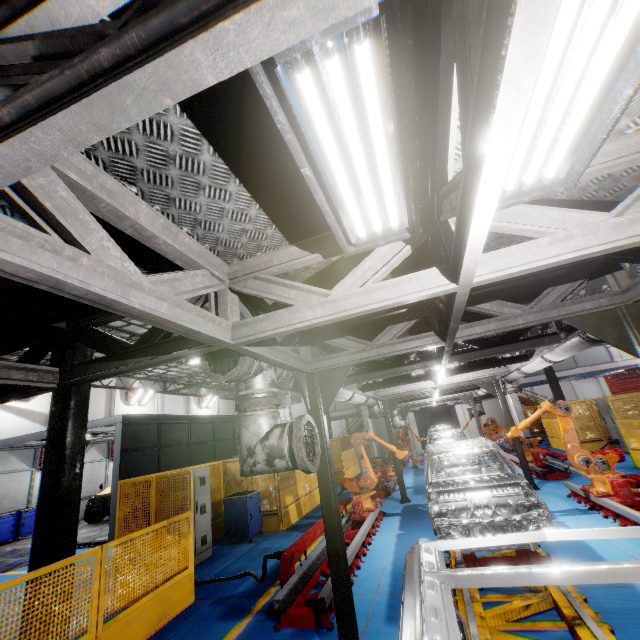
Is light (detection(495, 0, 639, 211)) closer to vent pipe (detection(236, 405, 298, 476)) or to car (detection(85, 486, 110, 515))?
vent pipe (detection(236, 405, 298, 476))

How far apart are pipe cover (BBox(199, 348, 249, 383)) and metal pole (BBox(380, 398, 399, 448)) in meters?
9.1 m

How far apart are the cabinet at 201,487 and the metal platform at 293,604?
3.1 meters

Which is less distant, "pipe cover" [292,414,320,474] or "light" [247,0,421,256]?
"light" [247,0,421,256]

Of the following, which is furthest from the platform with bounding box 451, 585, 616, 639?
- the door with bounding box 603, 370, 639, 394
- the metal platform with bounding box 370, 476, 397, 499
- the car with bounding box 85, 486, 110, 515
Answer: the door with bounding box 603, 370, 639, 394

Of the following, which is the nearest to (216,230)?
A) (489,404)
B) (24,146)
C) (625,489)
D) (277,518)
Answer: (24,146)

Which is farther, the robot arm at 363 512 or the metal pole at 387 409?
the metal pole at 387 409

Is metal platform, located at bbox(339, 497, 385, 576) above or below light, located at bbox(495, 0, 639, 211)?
below
